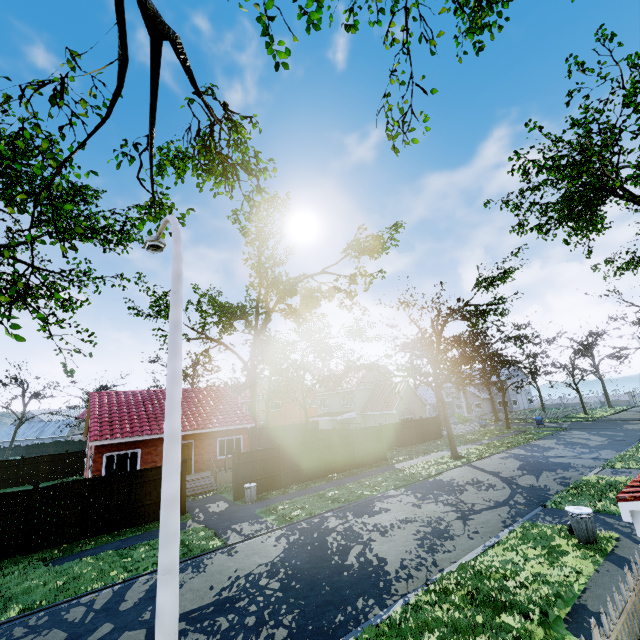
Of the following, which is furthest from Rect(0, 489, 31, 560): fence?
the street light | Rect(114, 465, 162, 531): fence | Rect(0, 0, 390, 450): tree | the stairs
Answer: the stairs

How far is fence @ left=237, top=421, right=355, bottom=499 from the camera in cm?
1841

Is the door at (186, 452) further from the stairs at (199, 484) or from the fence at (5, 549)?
the fence at (5, 549)

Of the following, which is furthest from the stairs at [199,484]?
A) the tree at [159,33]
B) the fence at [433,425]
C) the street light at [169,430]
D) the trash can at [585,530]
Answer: the trash can at [585,530]

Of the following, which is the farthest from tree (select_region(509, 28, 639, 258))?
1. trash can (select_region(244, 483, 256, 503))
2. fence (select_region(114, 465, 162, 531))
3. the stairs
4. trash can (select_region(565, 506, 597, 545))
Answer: fence (select_region(114, 465, 162, 531))

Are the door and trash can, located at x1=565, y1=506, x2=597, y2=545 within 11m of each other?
no

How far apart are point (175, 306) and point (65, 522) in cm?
1456

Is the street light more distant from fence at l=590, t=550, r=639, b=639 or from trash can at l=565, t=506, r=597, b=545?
trash can at l=565, t=506, r=597, b=545
